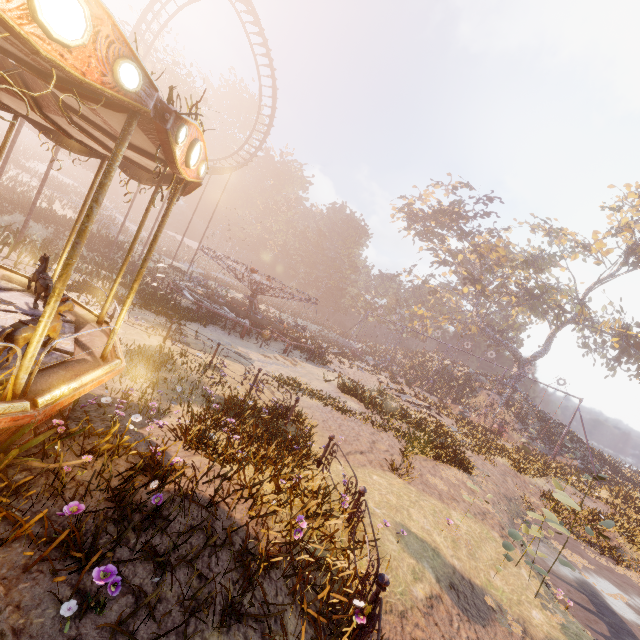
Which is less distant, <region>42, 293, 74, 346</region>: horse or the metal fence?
the metal fence

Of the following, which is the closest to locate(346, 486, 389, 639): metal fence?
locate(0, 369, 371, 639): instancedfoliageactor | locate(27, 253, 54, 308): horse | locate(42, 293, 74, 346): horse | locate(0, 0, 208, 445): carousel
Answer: locate(0, 369, 371, 639): instancedfoliageactor

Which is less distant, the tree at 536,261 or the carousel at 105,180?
the carousel at 105,180

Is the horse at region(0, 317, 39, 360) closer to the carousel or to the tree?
the carousel

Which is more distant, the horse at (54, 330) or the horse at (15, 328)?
the horse at (54, 330)

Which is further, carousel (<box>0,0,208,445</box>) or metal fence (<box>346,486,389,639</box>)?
metal fence (<box>346,486,389,639</box>)

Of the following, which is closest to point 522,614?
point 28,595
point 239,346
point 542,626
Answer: point 542,626

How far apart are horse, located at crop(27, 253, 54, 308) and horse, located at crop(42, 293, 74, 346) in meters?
2.2
